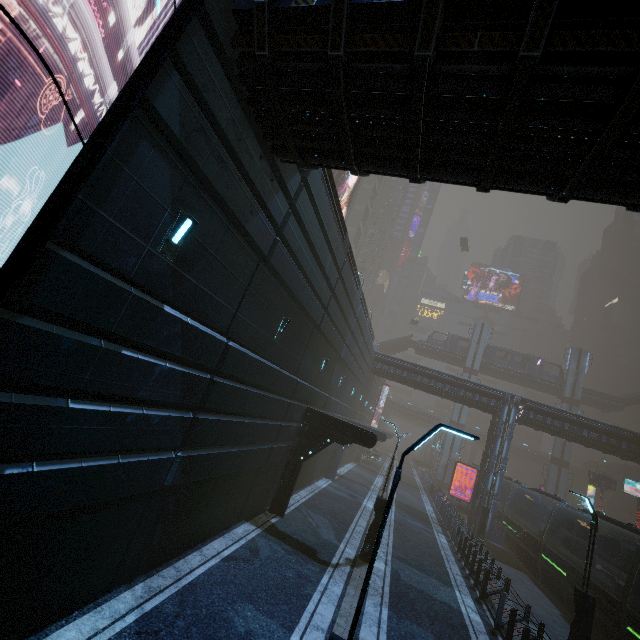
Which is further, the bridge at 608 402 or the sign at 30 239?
the bridge at 608 402

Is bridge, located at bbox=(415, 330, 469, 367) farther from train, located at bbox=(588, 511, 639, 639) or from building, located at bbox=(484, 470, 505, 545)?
train, located at bbox=(588, 511, 639, 639)

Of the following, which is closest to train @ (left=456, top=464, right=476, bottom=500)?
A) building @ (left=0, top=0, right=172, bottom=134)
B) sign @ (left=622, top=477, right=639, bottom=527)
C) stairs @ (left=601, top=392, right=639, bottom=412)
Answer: building @ (left=0, top=0, right=172, bottom=134)

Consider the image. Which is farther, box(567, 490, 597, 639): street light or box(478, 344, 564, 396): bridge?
box(478, 344, 564, 396): bridge

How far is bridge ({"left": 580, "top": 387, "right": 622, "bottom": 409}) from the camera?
47.4 meters

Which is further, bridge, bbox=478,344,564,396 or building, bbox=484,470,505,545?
bridge, bbox=478,344,564,396

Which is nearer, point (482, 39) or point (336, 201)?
point (482, 39)

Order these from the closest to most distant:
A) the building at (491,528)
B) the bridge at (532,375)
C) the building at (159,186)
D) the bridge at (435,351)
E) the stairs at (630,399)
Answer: the building at (159,186), the building at (491,528), the stairs at (630,399), the bridge at (532,375), the bridge at (435,351)
